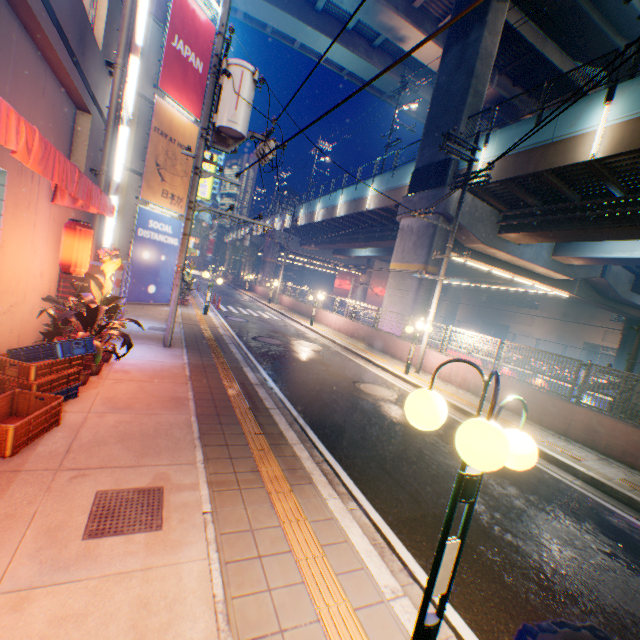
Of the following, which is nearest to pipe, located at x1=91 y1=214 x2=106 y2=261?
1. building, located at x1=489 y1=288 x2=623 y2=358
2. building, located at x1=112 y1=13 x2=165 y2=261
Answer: building, located at x1=112 y1=13 x2=165 y2=261

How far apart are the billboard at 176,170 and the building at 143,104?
0.1m

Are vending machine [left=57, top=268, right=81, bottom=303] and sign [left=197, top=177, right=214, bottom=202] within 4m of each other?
no

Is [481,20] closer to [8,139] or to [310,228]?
[8,139]

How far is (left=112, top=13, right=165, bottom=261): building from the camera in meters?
13.0 m

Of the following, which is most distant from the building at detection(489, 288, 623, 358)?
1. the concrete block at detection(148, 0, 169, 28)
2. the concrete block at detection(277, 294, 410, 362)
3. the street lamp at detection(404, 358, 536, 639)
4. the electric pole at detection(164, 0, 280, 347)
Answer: the concrete block at detection(148, 0, 169, 28)

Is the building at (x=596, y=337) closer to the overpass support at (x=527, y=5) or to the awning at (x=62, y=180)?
the overpass support at (x=527, y=5)

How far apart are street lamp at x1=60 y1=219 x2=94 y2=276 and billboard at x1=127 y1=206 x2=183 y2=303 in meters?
9.1
